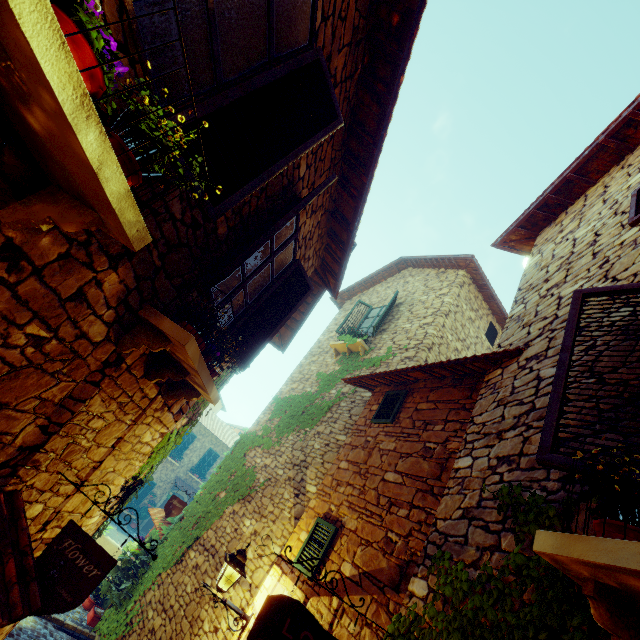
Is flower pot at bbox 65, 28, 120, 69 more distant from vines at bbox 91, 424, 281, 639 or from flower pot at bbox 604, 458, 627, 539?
vines at bbox 91, 424, 281, 639

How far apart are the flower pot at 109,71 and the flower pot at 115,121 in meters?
0.1

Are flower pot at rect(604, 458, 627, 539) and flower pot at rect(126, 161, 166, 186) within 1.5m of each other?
no

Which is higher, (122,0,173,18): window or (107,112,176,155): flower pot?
(122,0,173,18): window

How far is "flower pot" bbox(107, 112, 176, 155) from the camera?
1.4m

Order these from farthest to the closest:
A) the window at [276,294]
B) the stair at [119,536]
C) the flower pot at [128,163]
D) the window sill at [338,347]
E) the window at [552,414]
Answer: the stair at [119,536], the window sill at [338,347], the window at [276,294], the window at [552,414], the flower pot at [128,163]

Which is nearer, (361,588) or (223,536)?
(361,588)

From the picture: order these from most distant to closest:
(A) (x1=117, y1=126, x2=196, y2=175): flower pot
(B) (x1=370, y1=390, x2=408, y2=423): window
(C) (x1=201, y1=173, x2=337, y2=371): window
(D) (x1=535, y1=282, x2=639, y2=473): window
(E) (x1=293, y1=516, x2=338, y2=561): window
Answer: (B) (x1=370, y1=390, x2=408, y2=423): window, (E) (x1=293, y1=516, x2=338, y2=561): window, (C) (x1=201, y1=173, x2=337, y2=371): window, (D) (x1=535, y1=282, x2=639, y2=473): window, (A) (x1=117, y1=126, x2=196, y2=175): flower pot
